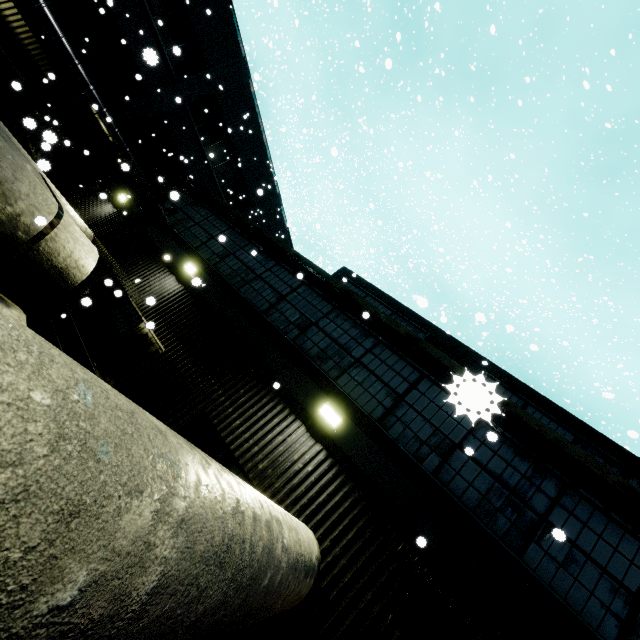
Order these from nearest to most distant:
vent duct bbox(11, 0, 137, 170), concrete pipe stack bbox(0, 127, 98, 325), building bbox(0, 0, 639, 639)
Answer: building bbox(0, 0, 639, 639) < concrete pipe stack bbox(0, 127, 98, 325) < vent duct bbox(11, 0, 137, 170)

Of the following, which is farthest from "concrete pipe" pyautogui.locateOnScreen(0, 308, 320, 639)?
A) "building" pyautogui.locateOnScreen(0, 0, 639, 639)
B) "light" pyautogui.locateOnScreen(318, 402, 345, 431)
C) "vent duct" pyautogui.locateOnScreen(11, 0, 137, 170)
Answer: "vent duct" pyautogui.locateOnScreen(11, 0, 137, 170)

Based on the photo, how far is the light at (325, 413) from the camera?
5.76m

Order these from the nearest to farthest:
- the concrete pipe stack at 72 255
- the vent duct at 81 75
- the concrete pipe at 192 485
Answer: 1. the concrete pipe at 192 485
2. the concrete pipe stack at 72 255
3. the vent duct at 81 75

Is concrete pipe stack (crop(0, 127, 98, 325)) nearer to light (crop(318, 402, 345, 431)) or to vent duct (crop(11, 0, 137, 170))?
vent duct (crop(11, 0, 137, 170))

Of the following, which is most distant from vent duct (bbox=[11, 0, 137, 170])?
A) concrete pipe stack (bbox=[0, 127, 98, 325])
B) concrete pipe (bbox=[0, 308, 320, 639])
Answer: concrete pipe (bbox=[0, 308, 320, 639])

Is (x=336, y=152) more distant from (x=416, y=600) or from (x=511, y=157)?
(x=511, y=157)

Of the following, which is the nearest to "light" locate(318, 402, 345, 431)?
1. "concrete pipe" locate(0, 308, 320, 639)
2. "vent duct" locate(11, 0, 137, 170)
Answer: "concrete pipe" locate(0, 308, 320, 639)
